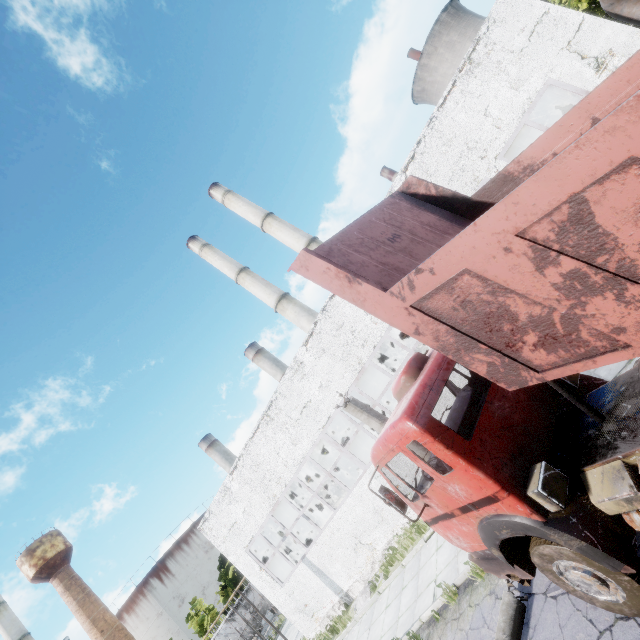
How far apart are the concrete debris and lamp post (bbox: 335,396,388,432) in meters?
7.9 m

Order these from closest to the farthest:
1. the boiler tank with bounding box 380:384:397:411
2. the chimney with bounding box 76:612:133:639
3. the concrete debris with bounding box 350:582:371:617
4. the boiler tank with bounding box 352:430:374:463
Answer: the concrete debris with bounding box 350:582:371:617 → the boiler tank with bounding box 352:430:374:463 → the boiler tank with bounding box 380:384:397:411 → the chimney with bounding box 76:612:133:639

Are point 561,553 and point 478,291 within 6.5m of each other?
yes

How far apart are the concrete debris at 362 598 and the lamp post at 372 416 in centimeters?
793cm

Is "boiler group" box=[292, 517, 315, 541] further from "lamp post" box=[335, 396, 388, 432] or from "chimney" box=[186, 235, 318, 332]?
"chimney" box=[186, 235, 318, 332]

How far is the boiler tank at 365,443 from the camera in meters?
20.3 m

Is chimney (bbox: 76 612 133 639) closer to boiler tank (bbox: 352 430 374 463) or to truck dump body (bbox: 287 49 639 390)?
boiler tank (bbox: 352 430 374 463)

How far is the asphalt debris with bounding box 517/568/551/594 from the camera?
5.6m
